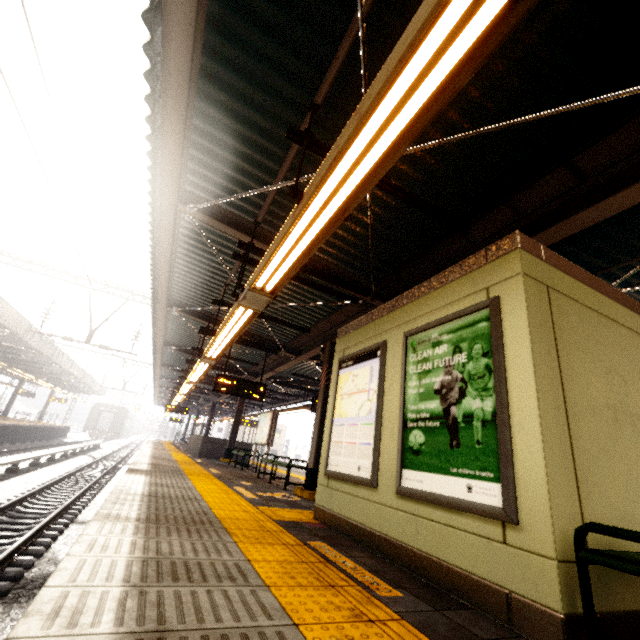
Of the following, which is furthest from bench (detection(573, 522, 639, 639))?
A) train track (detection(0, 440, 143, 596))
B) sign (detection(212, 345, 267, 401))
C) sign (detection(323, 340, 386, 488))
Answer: sign (detection(212, 345, 267, 401))

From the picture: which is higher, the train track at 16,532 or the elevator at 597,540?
the elevator at 597,540

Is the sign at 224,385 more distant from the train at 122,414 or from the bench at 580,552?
the train at 122,414

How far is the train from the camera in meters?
40.6 m

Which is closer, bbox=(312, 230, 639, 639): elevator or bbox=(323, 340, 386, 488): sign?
bbox=(312, 230, 639, 639): elevator

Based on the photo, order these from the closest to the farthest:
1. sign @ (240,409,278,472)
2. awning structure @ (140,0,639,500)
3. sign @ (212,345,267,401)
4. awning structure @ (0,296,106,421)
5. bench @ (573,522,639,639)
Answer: bench @ (573,522,639,639) < awning structure @ (140,0,639,500) < sign @ (212,345,267,401) < sign @ (240,409,278,472) < awning structure @ (0,296,106,421)

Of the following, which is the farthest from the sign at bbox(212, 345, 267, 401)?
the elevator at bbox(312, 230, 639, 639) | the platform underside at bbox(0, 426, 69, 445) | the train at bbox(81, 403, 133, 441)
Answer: the train at bbox(81, 403, 133, 441)

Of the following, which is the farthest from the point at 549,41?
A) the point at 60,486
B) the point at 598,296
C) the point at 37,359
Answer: the point at 37,359
